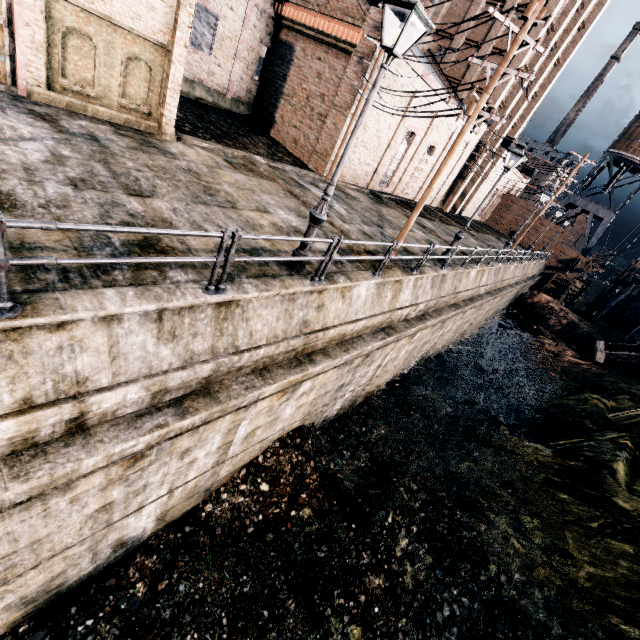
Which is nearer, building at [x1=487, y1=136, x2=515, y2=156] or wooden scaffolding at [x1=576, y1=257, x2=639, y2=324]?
building at [x1=487, y1=136, x2=515, y2=156]

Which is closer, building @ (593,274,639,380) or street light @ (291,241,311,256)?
street light @ (291,241,311,256)

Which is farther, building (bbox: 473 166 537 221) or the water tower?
building (bbox: 473 166 537 221)

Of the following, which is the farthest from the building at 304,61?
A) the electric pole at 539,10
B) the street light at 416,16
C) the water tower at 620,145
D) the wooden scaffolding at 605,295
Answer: the wooden scaffolding at 605,295

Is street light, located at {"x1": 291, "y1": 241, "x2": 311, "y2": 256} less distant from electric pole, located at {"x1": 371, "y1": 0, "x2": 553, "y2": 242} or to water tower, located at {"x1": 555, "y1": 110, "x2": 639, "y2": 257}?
electric pole, located at {"x1": 371, "y1": 0, "x2": 553, "y2": 242}

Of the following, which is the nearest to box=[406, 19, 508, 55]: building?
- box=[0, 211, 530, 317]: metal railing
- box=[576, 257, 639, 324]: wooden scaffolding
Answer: box=[0, 211, 530, 317]: metal railing

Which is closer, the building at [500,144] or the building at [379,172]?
the building at [379,172]

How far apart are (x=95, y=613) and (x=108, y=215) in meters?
9.6
